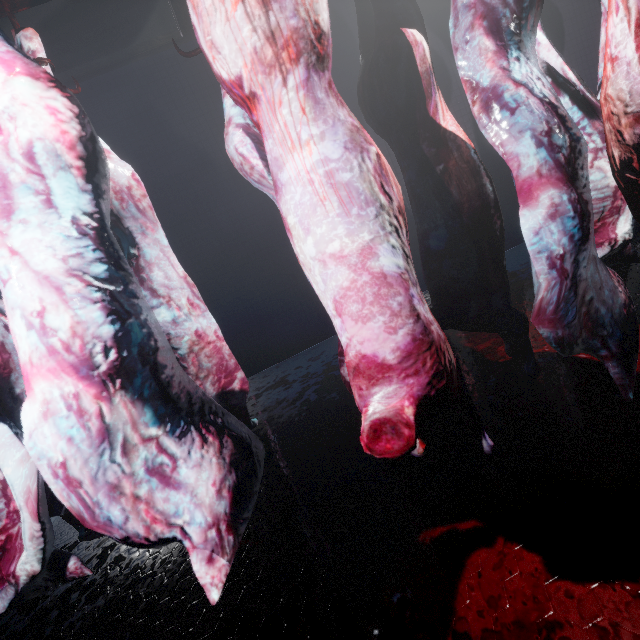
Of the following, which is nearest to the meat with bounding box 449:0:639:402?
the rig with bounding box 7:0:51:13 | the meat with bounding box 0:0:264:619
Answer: the rig with bounding box 7:0:51:13

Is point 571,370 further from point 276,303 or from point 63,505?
point 276,303

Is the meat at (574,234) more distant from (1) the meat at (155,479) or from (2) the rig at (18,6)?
(1) the meat at (155,479)

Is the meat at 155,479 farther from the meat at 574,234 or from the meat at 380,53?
the meat at 574,234

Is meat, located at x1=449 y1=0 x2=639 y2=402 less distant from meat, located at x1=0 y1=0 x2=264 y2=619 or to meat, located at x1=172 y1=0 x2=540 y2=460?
meat, located at x1=172 y1=0 x2=540 y2=460

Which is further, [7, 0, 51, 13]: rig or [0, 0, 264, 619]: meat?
[7, 0, 51, 13]: rig
